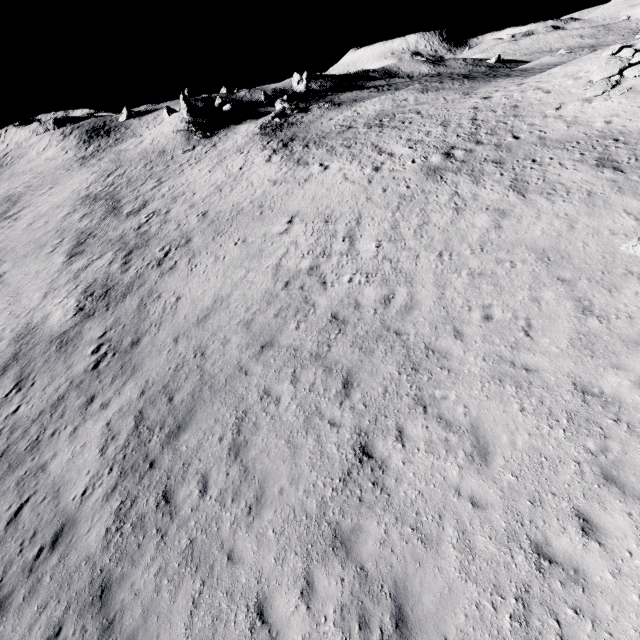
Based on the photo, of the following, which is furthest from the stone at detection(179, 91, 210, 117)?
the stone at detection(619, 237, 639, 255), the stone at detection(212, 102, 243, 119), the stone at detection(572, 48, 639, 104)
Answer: the stone at detection(619, 237, 639, 255)

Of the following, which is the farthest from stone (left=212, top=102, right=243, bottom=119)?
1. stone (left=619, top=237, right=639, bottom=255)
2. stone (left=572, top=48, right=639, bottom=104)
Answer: stone (left=619, top=237, right=639, bottom=255)

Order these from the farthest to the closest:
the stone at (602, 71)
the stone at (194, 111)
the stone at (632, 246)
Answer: the stone at (194, 111)
the stone at (602, 71)
the stone at (632, 246)

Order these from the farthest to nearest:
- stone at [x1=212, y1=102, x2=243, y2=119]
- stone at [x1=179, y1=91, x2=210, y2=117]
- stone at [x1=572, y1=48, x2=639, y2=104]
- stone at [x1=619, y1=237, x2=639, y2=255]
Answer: stone at [x1=212, y1=102, x2=243, y2=119] < stone at [x1=179, y1=91, x2=210, y2=117] < stone at [x1=572, y1=48, x2=639, y2=104] < stone at [x1=619, y1=237, x2=639, y2=255]

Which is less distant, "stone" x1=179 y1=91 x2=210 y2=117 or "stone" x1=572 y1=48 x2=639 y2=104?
"stone" x1=572 y1=48 x2=639 y2=104

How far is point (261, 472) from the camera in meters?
9.1 m

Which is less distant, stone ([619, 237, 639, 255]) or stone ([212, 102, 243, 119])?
stone ([619, 237, 639, 255])

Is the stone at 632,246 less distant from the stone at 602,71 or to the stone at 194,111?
the stone at 602,71
